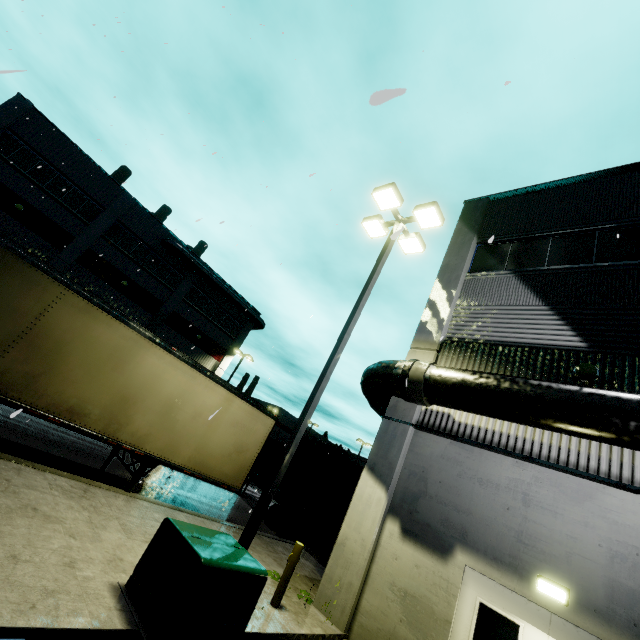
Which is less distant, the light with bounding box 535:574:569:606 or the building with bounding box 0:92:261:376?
the light with bounding box 535:574:569:606

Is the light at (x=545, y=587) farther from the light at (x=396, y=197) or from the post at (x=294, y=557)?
the light at (x=396, y=197)

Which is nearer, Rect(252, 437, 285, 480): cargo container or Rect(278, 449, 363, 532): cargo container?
Rect(278, 449, 363, 532): cargo container

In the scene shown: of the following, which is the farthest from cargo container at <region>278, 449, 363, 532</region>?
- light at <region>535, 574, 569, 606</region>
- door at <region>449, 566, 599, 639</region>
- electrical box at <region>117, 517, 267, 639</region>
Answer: light at <region>535, 574, 569, 606</region>

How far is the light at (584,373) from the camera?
7.45m

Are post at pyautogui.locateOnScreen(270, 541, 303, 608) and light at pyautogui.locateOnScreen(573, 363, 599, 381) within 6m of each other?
no

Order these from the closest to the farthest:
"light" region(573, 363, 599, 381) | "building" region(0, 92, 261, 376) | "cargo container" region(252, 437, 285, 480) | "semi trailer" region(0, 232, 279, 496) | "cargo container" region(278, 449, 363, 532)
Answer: "semi trailer" region(0, 232, 279, 496)
"light" region(573, 363, 599, 381)
"cargo container" region(278, 449, 363, 532)
"cargo container" region(252, 437, 285, 480)
"building" region(0, 92, 261, 376)

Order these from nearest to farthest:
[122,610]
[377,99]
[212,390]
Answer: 1. [377,99]
2. [122,610]
3. [212,390]
